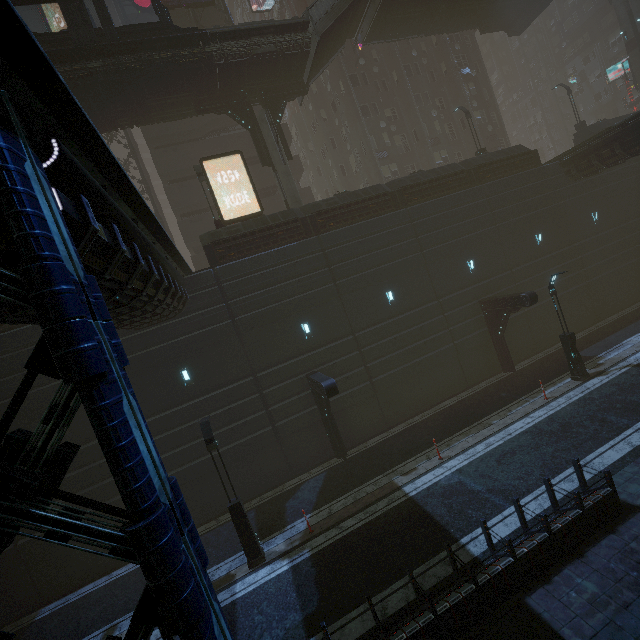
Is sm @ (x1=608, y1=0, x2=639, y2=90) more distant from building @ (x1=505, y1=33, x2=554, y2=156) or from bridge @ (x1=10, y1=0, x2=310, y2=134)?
bridge @ (x1=10, y1=0, x2=310, y2=134)

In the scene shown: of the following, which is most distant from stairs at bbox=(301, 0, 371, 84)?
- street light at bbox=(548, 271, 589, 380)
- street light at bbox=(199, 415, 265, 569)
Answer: street light at bbox=(199, 415, 265, 569)

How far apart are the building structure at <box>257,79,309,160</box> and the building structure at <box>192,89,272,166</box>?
0.7 meters

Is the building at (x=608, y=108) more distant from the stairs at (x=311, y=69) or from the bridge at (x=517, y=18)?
the stairs at (x=311, y=69)

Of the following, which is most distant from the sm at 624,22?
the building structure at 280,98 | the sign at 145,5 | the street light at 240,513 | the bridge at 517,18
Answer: the sign at 145,5

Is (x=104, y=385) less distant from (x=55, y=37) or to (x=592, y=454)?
(x=592, y=454)

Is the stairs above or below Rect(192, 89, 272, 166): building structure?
above

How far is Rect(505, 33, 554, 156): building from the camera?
59.0 meters
